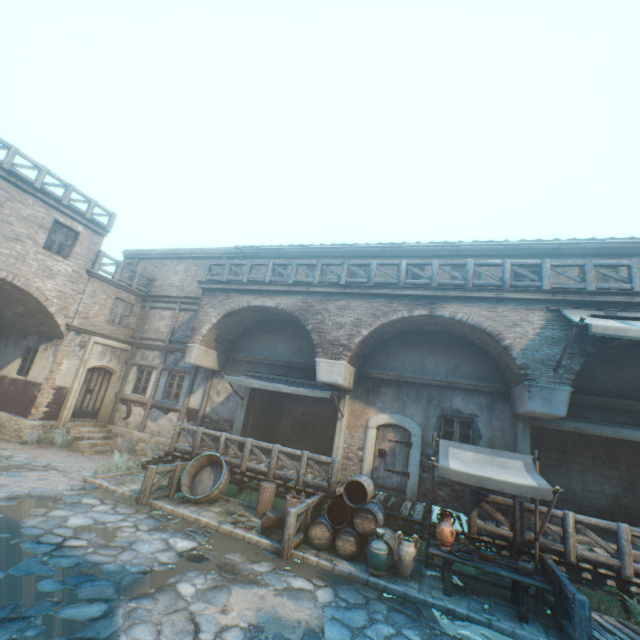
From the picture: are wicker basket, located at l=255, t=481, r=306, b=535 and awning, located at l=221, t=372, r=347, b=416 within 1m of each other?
no

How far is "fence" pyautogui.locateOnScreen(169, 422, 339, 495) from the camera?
9.44m

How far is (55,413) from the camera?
13.4 meters

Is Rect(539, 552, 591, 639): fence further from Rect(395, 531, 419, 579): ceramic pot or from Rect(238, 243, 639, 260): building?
Rect(238, 243, 639, 260): building

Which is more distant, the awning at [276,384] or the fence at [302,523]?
the awning at [276,384]

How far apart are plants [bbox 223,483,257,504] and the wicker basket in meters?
0.5

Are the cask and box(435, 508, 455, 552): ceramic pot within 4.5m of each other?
no

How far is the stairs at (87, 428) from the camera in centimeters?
1297cm
